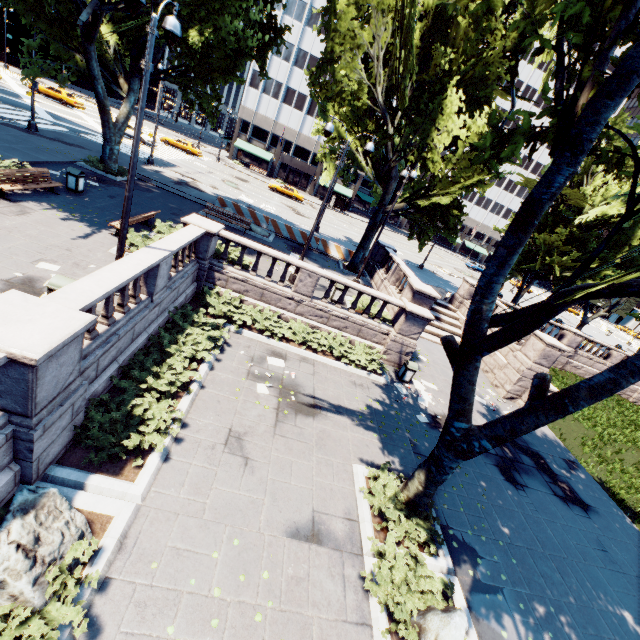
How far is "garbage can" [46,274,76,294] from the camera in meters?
7.4

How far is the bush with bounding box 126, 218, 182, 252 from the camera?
12.2 meters

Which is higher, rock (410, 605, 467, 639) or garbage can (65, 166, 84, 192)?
garbage can (65, 166, 84, 192)

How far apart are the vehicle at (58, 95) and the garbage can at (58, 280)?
43.24m

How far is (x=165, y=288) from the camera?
10.70m

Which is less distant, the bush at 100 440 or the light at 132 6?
the light at 132 6

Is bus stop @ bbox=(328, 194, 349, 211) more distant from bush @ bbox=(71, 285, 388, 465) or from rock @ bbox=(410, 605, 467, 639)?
rock @ bbox=(410, 605, 467, 639)

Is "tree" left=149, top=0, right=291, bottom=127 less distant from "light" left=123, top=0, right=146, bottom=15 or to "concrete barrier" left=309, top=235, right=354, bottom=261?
"concrete barrier" left=309, top=235, right=354, bottom=261
